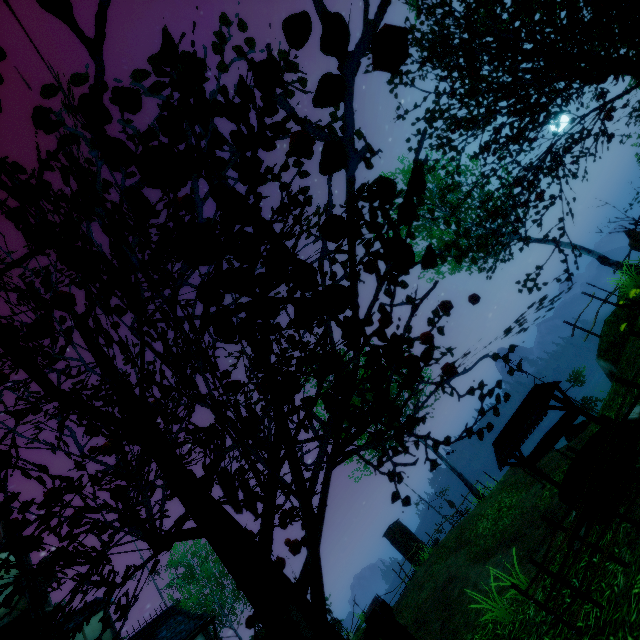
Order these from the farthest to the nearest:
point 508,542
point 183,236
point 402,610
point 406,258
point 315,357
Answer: point 402,610 < point 508,542 < point 315,357 < point 406,258 < point 183,236

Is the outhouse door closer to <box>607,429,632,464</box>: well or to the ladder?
<box>607,429,632,464</box>: well

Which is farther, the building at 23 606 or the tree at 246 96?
the building at 23 606

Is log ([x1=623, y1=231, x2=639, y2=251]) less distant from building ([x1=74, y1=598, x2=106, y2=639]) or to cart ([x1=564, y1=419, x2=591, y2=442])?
cart ([x1=564, y1=419, x2=591, y2=442])

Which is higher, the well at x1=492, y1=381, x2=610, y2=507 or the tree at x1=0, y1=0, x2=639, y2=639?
the tree at x1=0, y1=0, x2=639, y2=639

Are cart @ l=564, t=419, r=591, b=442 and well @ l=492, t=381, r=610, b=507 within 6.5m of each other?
no

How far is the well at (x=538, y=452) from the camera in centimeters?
515cm

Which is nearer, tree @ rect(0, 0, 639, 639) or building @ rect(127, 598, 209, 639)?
tree @ rect(0, 0, 639, 639)
